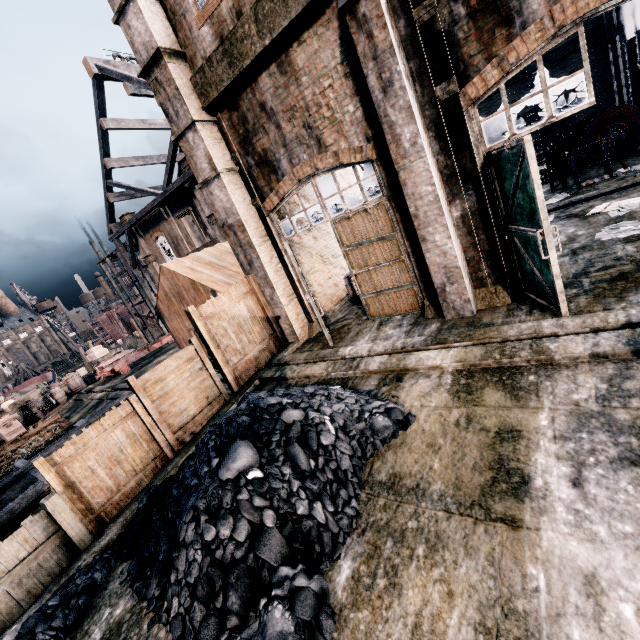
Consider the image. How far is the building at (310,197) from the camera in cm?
1389

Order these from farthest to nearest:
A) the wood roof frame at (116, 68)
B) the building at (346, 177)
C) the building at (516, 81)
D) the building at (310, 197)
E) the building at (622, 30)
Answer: the building at (516, 81) < the wood roof frame at (116, 68) < the building at (622, 30) < the building at (346, 177) < the building at (310, 197)

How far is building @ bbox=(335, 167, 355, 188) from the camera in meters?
16.6 m

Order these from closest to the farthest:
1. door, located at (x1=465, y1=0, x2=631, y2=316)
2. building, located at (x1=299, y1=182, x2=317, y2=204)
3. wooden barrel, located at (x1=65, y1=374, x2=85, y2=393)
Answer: door, located at (x1=465, y1=0, x2=631, y2=316) → building, located at (x1=299, y1=182, x2=317, y2=204) → wooden barrel, located at (x1=65, y1=374, x2=85, y2=393)

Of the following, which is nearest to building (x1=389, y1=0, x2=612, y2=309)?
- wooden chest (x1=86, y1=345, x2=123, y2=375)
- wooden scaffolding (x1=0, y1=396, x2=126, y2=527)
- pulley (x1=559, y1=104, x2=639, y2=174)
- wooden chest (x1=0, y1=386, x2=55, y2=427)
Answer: wooden scaffolding (x1=0, y1=396, x2=126, y2=527)

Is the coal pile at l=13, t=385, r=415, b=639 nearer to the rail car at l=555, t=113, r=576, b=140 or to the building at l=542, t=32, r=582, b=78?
the building at l=542, t=32, r=582, b=78

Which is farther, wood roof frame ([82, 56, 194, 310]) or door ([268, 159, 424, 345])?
wood roof frame ([82, 56, 194, 310])

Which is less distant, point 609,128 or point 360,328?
point 360,328
